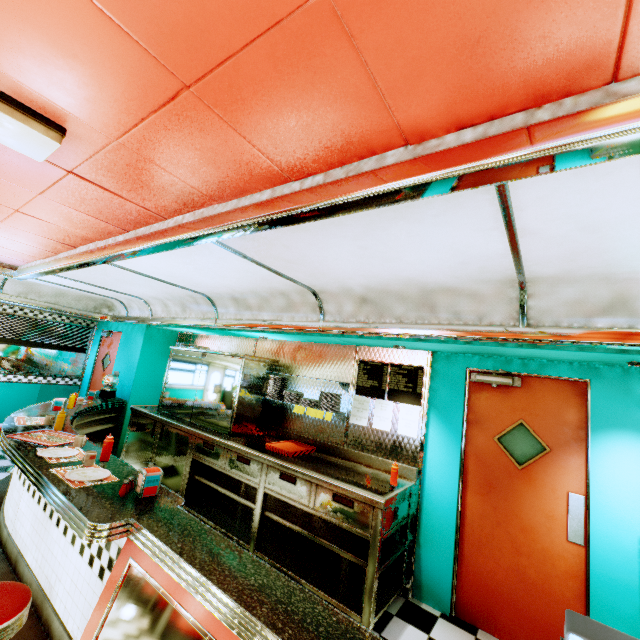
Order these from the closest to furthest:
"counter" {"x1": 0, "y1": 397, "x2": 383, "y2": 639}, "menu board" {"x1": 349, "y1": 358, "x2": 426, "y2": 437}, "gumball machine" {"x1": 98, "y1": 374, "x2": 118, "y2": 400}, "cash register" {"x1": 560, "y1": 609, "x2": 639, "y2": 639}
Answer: "cash register" {"x1": 560, "y1": 609, "x2": 639, "y2": 639}
"counter" {"x1": 0, "y1": 397, "x2": 383, "y2": 639}
"menu board" {"x1": 349, "y1": 358, "x2": 426, "y2": 437}
"gumball machine" {"x1": 98, "y1": 374, "x2": 118, "y2": 400}

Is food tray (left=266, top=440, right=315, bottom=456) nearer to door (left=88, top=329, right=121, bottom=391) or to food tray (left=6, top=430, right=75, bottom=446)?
food tray (left=6, top=430, right=75, bottom=446)

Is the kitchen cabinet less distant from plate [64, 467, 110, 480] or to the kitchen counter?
the kitchen counter

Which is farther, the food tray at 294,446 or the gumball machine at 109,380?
the gumball machine at 109,380

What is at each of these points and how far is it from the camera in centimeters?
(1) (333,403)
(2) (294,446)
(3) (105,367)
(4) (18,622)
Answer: (1) plate, 419cm
(2) food tray, 425cm
(3) door, 730cm
(4) stool, 161cm

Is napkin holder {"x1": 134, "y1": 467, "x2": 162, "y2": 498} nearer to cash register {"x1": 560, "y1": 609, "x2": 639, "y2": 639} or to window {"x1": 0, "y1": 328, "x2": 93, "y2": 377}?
cash register {"x1": 560, "y1": 609, "x2": 639, "y2": 639}

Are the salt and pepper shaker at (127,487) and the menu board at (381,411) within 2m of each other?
no

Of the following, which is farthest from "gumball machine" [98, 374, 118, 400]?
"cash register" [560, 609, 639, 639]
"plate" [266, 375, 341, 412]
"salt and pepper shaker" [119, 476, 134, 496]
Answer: "cash register" [560, 609, 639, 639]
